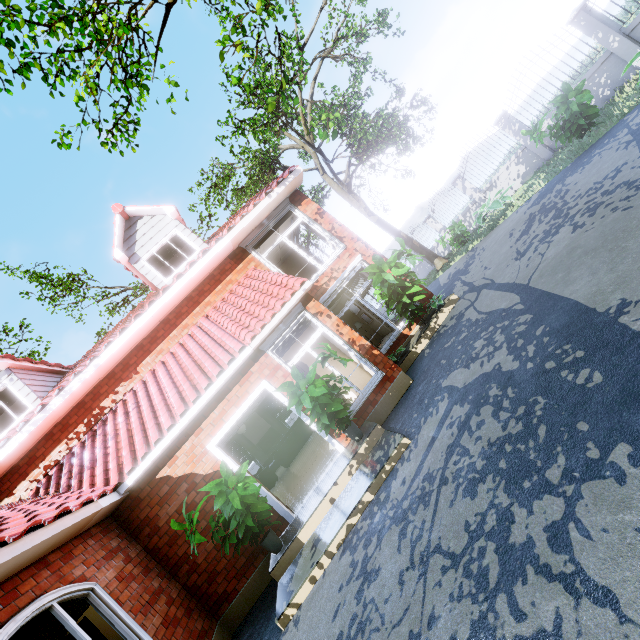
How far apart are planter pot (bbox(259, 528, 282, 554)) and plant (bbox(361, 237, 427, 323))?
5.6m

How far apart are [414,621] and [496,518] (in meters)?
1.02

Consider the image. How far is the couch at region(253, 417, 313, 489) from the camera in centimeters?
1177cm

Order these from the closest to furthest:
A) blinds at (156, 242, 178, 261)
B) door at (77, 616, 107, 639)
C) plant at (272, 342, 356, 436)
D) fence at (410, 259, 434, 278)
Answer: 1. plant at (272, 342, 356, 436)
2. door at (77, 616, 107, 639)
3. blinds at (156, 242, 178, 261)
4. fence at (410, 259, 434, 278)

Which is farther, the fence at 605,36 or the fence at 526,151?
the fence at 526,151

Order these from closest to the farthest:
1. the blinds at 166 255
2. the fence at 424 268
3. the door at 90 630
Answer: the door at 90 630
the blinds at 166 255
the fence at 424 268

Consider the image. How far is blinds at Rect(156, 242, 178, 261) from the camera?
9.9m

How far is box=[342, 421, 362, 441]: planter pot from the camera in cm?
609
